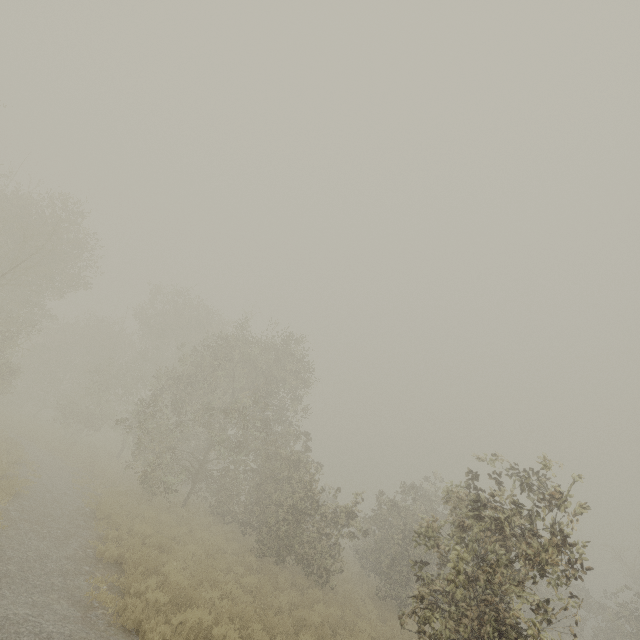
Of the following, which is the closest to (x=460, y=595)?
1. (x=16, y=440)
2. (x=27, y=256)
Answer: (x=16, y=440)
